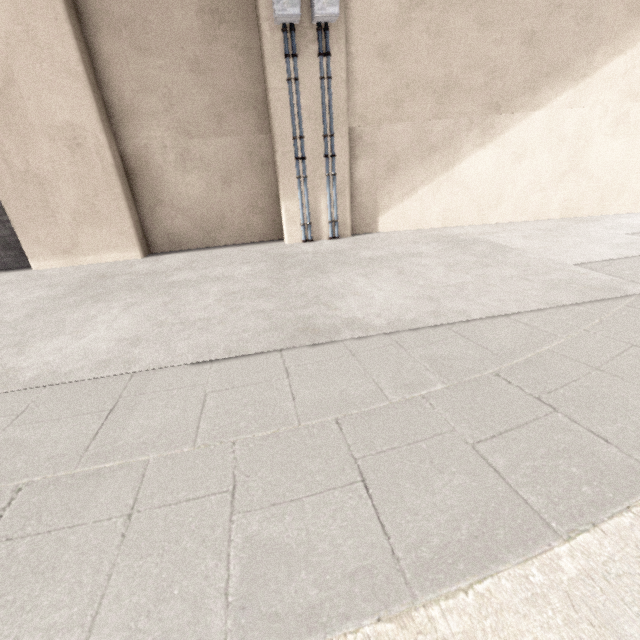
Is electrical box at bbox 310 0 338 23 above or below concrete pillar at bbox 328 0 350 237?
above

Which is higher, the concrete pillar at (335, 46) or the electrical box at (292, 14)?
the electrical box at (292, 14)

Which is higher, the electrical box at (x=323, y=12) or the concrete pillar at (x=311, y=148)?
the electrical box at (x=323, y=12)

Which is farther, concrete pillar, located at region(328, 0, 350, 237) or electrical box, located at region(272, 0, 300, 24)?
concrete pillar, located at region(328, 0, 350, 237)

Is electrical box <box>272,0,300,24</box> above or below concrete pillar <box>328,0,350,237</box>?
above

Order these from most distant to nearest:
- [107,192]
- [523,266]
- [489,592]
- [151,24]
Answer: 1. [107,192]
2. [151,24]
3. [523,266]
4. [489,592]
